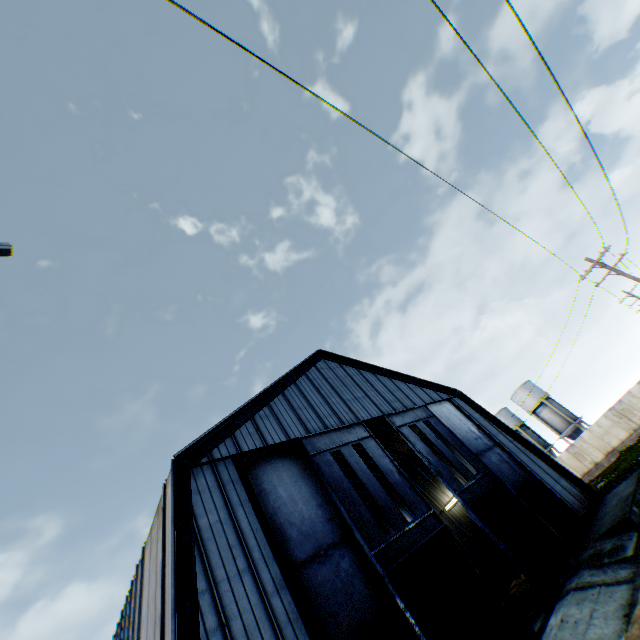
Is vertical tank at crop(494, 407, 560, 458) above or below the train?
above

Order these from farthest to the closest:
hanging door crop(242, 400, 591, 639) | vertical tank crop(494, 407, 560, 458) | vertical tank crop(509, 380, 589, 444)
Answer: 1. vertical tank crop(494, 407, 560, 458)
2. vertical tank crop(509, 380, 589, 444)
3. hanging door crop(242, 400, 591, 639)

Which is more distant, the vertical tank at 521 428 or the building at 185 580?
the vertical tank at 521 428

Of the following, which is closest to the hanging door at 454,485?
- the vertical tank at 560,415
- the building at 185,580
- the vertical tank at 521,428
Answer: the building at 185,580

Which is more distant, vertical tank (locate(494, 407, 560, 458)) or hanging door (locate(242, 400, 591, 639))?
vertical tank (locate(494, 407, 560, 458))

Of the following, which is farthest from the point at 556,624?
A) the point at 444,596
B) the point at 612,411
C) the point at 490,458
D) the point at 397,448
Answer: the point at 612,411

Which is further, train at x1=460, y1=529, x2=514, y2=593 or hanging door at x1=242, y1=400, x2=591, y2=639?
train at x1=460, y1=529, x2=514, y2=593

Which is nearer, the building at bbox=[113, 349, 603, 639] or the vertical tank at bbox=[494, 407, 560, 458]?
the building at bbox=[113, 349, 603, 639]
